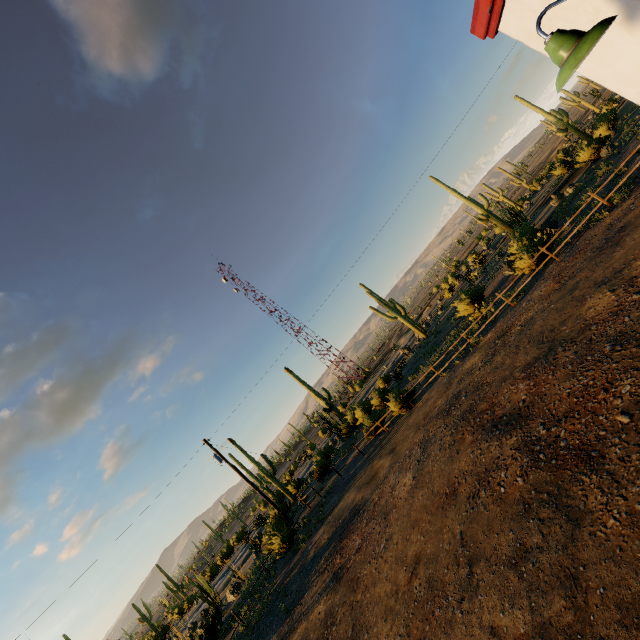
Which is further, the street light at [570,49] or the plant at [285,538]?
the plant at [285,538]

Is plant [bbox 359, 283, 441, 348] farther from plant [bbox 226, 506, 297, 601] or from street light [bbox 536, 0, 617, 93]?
street light [bbox 536, 0, 617, 93]

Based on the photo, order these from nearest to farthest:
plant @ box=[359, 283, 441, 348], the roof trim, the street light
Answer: the street light
the roof trim
plant @ box=[359, 283, 441, 348]

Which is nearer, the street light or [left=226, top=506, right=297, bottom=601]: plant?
the street light

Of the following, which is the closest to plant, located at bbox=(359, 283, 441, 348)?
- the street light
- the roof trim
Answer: the roof trim

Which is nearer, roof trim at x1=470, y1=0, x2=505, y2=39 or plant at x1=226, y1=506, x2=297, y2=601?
roof trim at x1=470, y1=0, x2=505, y2=39

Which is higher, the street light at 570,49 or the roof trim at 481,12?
the roof trim at 481,12

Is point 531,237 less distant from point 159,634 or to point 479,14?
point 479,14
